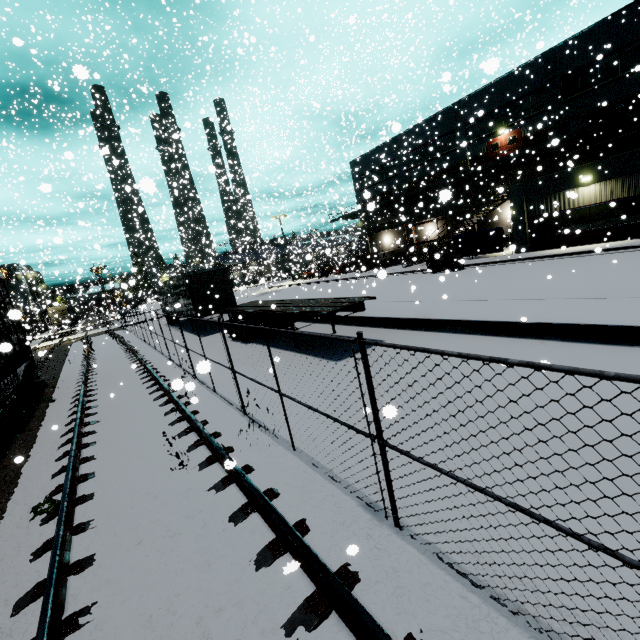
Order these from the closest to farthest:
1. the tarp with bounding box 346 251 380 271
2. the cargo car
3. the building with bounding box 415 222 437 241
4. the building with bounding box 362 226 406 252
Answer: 1. the cargo car
2. the tarp with bounding box 346 251 380 271
3. the building with bounding box 415 222 437 241
4. the building with bounding box 362 226 406 252

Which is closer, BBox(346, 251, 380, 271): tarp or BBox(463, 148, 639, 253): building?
BBox(463, 148, 639, 253): building

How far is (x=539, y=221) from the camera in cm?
2273

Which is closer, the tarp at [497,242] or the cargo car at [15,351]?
the cargo car at [15,351]

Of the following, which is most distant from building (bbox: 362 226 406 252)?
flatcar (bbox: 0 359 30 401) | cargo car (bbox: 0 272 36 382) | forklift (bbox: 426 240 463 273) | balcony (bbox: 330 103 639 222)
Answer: forklift (bbox: 426 240 463 273)

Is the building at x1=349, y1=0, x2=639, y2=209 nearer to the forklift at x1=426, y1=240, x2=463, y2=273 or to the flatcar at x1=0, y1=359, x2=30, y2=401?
the flatcar at x1=0, y1=359, x2=30, y2=401

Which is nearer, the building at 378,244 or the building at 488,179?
the building at 488,179

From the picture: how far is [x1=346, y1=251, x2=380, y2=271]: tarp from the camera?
28.0m
